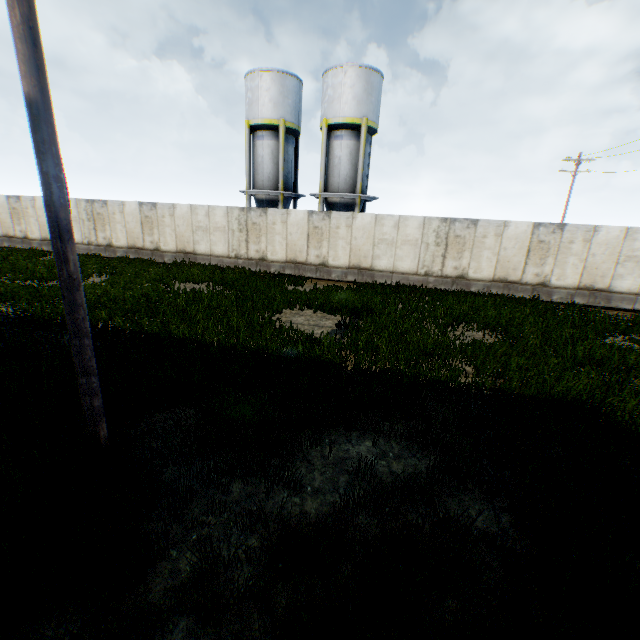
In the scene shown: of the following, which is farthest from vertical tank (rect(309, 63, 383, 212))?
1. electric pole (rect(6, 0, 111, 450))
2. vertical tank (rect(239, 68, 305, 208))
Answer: electric pole (rect(6, 0, 111, 450))

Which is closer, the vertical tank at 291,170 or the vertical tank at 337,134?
the vertical tank at 337,134

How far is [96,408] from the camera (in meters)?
4.12

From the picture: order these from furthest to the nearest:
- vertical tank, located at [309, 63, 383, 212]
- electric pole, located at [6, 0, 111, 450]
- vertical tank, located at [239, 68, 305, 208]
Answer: vertical tank, located at [239, 68, 305, 208]
vertical tank, located at [309, 63, 383, 212]
electric pole, located at [6, 0, 111, 450]

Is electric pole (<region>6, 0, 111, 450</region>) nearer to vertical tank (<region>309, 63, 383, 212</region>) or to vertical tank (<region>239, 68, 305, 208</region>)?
vertical tank (<region>309, 63, 383, 212</region>)

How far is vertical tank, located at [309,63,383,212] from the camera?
20.34m

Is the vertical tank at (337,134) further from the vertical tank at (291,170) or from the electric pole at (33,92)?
the electric pole at (33,92)
